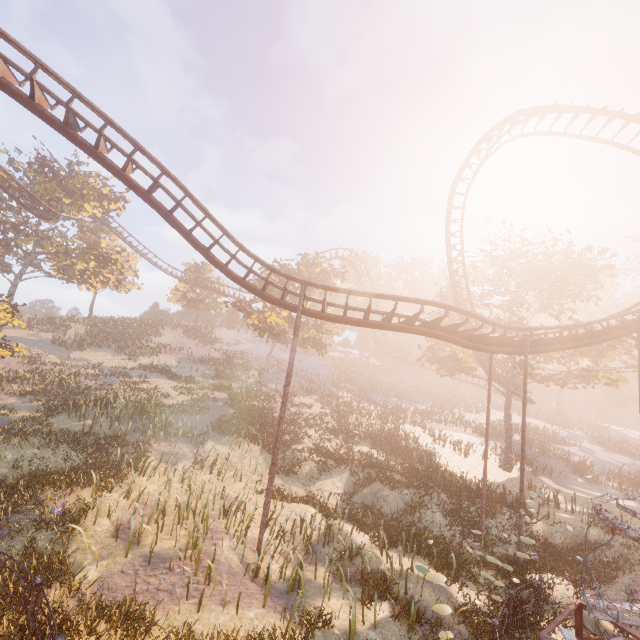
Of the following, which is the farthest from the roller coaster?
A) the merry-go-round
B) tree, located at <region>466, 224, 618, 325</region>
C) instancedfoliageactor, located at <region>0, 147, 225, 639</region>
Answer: the merry-go-round

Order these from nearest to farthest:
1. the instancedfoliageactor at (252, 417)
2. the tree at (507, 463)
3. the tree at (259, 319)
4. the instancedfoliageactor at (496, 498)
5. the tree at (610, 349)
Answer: the instancedfoliageactor at (496, 498) < the instancedfoliageactor at (252, 417) < the tree at (610, 349) < the tree at (507, 463) < the tree at (259, 319)

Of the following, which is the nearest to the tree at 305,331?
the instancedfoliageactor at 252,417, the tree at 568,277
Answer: the instancedfoliageactor at 252,417

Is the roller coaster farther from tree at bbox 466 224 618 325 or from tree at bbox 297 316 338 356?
tree at bbox 297 316 338 356

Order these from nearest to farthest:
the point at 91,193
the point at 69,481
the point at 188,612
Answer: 1. the point at 188,612
2. the point at 69,481
3. the point at 91,193

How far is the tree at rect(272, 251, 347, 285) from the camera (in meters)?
31.78

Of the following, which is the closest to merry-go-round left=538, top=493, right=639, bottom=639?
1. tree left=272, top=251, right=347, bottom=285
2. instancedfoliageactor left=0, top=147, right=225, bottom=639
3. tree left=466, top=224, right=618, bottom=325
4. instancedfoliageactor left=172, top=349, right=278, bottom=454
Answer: tree left=466, top=224, right=618, bottom=325

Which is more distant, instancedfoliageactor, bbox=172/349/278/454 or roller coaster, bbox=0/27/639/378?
instancedfoliageactor, bbox=172/349/278/454
